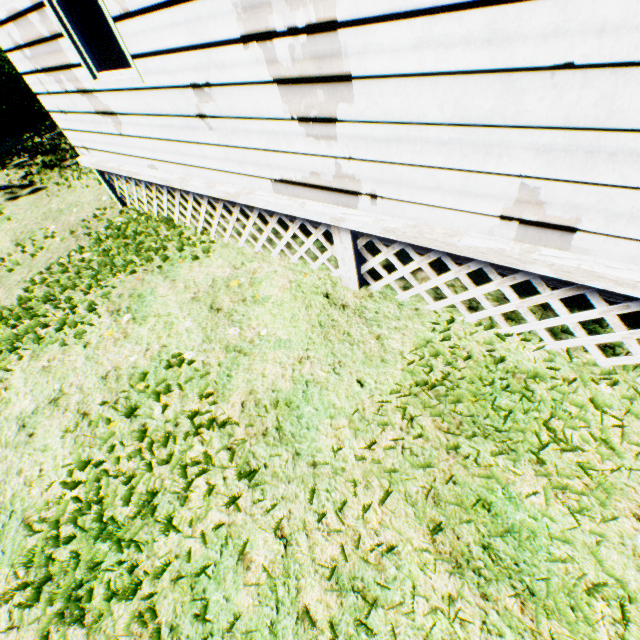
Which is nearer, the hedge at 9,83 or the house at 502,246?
the house at 502,246

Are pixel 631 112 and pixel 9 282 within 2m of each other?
no

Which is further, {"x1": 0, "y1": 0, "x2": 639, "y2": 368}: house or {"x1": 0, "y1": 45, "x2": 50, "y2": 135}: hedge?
{"x1": 0, "y1": 45, "x2": 50, "y2": 135}: hedge
